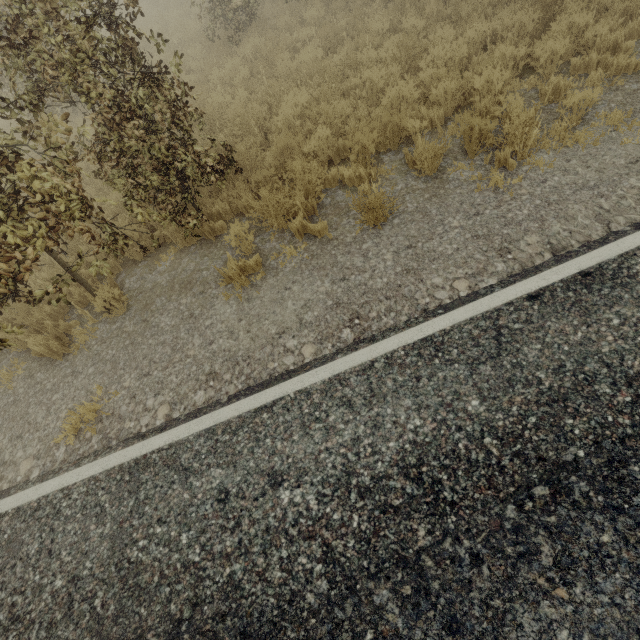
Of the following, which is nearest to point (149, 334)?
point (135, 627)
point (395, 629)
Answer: point (135, 627)

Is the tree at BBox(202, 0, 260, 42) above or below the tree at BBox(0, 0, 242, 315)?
below

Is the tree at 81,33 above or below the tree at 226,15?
above

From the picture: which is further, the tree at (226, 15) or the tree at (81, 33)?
the tree at (226, 15)

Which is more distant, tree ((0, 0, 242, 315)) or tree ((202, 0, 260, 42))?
tree ((202, 0, 260, 42))
